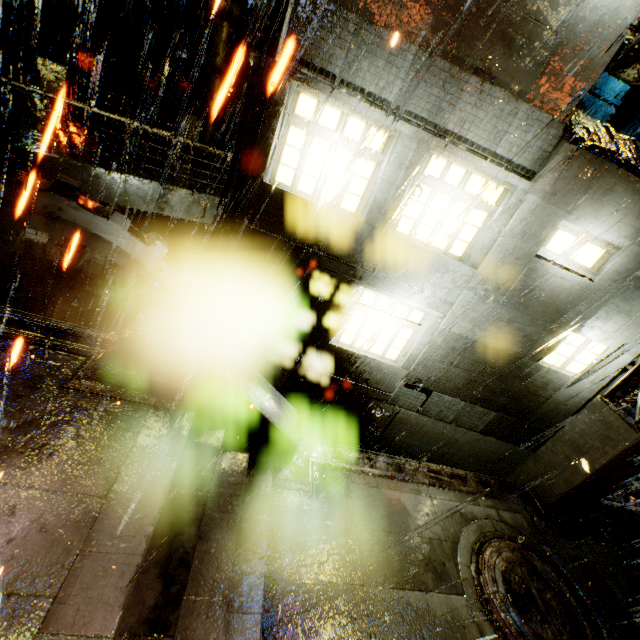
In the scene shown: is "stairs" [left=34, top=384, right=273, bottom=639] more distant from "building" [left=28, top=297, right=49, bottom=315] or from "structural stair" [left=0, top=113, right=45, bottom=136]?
"structural stair" [left=0, top=113, right=45, bottom=136]

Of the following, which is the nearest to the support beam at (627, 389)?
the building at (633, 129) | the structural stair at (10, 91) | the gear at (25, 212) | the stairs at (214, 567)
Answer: the building at (633, 129)

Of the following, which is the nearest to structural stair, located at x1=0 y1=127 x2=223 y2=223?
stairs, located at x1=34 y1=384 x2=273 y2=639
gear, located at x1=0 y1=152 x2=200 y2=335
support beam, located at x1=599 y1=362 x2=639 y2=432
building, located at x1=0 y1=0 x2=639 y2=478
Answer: building, located at x1=0 y1=0 x2=639 y2=478

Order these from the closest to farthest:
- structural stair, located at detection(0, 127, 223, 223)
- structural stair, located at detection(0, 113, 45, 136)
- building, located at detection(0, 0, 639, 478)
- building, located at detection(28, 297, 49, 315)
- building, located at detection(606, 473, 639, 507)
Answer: building, located at detection(0, 0, 639, 478) → structural stair, located at detection(0, 127, 223, 223) → structural stair, located at detection(0, 113, 45, 136) → building, located at detection(28, 297, 49, 315) → building, located at detection(606, 473, 639, 507)

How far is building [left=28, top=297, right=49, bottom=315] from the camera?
8.97m

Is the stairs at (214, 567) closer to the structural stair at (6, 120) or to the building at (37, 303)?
the building at (37, 303)

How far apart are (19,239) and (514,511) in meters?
12.6 m
